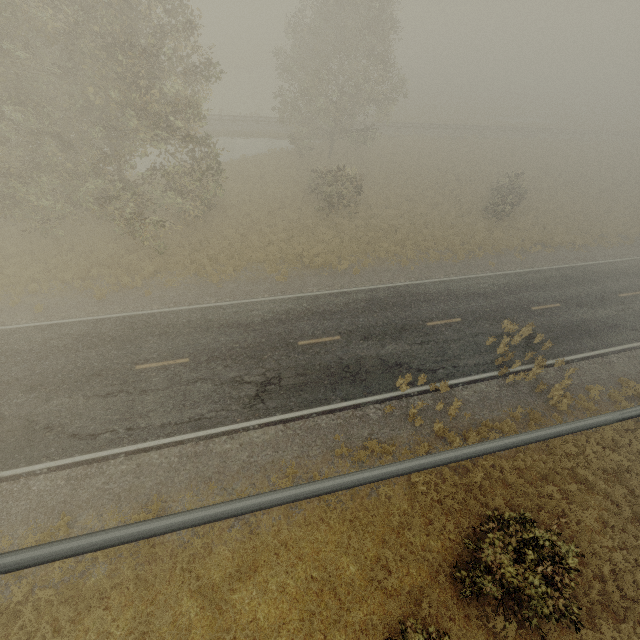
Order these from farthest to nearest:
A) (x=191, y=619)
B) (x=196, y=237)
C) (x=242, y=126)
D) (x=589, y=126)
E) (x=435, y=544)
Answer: (x=589, y=126)
(x=242, y=126)
(x=196, y=237)
(x=435, y=544)
(x=191, y=619)
